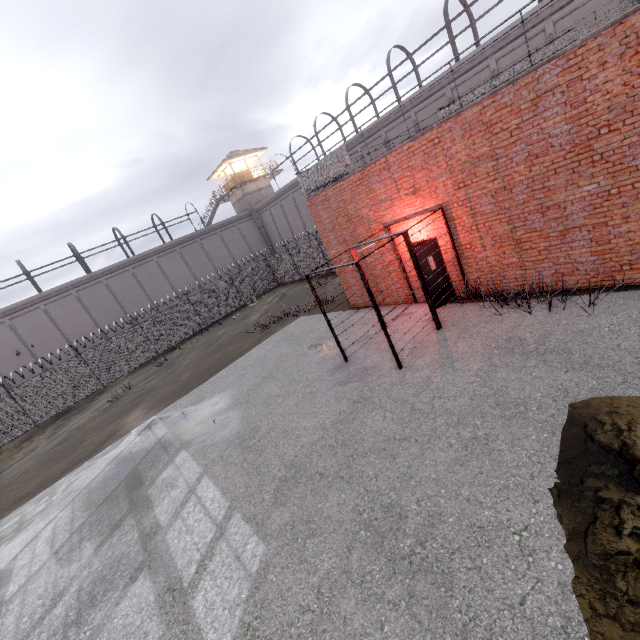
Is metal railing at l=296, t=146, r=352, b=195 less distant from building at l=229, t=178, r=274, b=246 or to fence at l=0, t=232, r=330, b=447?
fence at l=0, t=232, r=330, b=447

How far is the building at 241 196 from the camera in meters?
38.0

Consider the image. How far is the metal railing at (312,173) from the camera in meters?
10.8

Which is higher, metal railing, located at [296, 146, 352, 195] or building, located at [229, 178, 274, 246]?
building, located at [229, 178, 274, 246]

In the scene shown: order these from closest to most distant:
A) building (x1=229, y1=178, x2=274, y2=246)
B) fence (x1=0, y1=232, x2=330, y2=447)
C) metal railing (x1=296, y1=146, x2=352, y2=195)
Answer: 1. metal railing (x1=296, y1=146, x2=352, y2=195)
2. fence (x1=0, y1=232, x2=330, y2=447)
3. building (x1=229, y1=178, x2=274, y2=246)

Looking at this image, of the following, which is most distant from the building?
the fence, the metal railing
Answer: the metal railing

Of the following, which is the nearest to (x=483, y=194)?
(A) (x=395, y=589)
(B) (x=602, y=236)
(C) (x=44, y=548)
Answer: (B) (x=602, y=236)
